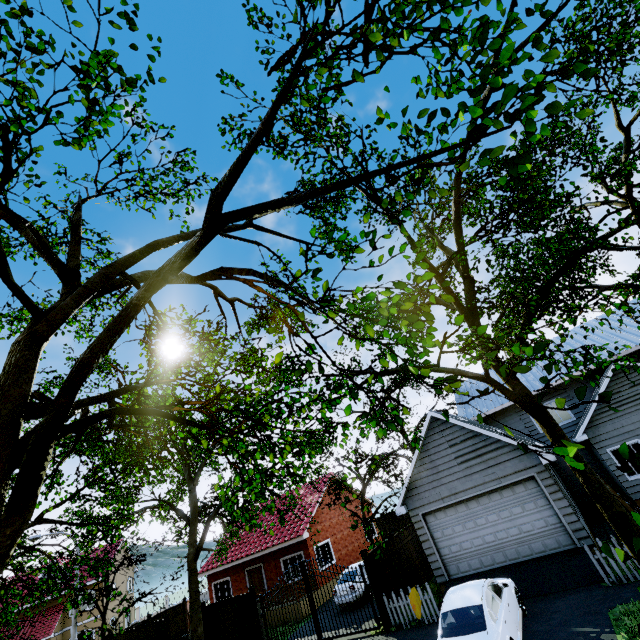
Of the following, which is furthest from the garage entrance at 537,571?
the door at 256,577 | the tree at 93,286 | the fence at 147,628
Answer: the fence at 147,628

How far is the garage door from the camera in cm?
1190

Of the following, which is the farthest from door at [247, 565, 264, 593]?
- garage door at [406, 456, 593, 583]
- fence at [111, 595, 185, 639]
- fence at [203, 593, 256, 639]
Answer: garage door at [406, 456, 593, 583]

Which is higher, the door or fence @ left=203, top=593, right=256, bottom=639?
the door

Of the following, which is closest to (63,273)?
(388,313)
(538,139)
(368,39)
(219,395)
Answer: (368,39)

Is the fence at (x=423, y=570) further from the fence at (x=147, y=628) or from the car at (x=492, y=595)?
the fence at (x=147, y=628)

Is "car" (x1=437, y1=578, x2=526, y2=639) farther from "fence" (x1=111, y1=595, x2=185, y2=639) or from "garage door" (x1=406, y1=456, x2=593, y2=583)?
"fence" (x1=111, y1=595, x2=185, y2=639)

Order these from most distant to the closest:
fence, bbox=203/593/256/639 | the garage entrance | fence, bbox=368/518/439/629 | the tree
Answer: fence, bbox=203/593/256/639, fence, bbox=368/518/439/629, the garage entrance, the tree
